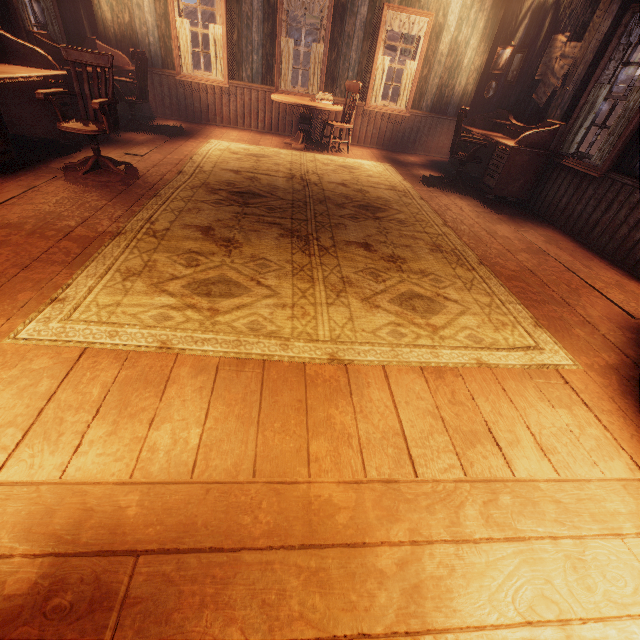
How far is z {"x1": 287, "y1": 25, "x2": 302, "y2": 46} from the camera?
34.22m

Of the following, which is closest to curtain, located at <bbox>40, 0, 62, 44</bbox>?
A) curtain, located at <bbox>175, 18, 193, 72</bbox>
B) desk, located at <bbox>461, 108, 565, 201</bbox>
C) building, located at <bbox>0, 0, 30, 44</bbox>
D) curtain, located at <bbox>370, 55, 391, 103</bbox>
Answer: building, located at <bbox>0, 0, 30, 44</bbox>

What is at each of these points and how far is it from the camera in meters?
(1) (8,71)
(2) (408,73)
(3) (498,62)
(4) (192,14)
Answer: (1) desk, 3.6 m
(2) curtain, 6.9 m
(3) photos, 6.4 m
(4) z, 50.6 m

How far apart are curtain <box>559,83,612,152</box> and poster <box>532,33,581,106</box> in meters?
0.8

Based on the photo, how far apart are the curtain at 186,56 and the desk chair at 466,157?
5.3m

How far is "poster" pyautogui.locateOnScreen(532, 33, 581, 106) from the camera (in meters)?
4.80

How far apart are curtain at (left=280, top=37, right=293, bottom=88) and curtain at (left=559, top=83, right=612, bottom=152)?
5.31m

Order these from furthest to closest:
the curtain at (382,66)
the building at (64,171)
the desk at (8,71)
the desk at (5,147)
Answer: the curtain at (382,66)
the desk at (8,71)
the desk at (5,147)
the building at (64,171)
